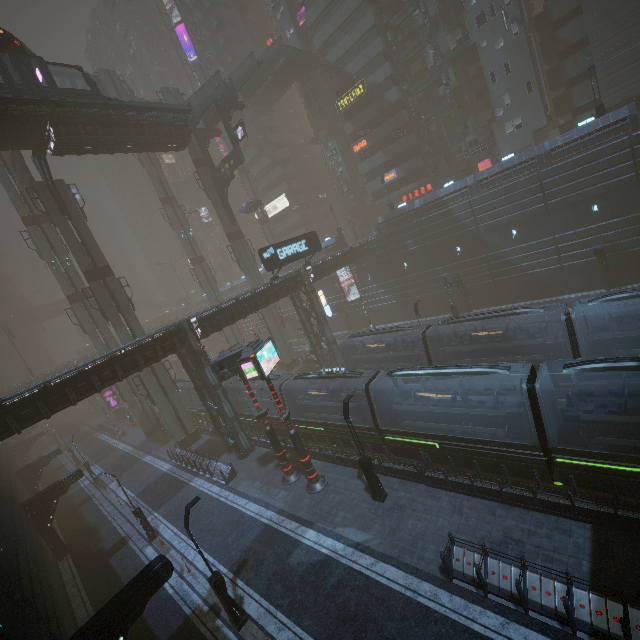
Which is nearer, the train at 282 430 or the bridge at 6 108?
the bridge at 6 108

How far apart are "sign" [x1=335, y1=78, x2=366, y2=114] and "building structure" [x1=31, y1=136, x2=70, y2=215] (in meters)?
36.52

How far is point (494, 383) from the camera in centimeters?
2058cm

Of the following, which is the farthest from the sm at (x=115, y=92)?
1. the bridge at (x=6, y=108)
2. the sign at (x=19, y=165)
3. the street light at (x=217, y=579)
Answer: the street light at (x=217, y=579)

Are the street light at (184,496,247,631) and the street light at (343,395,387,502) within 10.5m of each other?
yes

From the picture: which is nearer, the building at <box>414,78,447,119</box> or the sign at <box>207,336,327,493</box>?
the sign at <box>207,336,327,493</box>

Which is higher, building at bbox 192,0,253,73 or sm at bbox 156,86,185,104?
building at bbox 192,0,253,73

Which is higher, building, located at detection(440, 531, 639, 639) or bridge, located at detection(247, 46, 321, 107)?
bridge, located at detection(247, 46, 321, 107)
